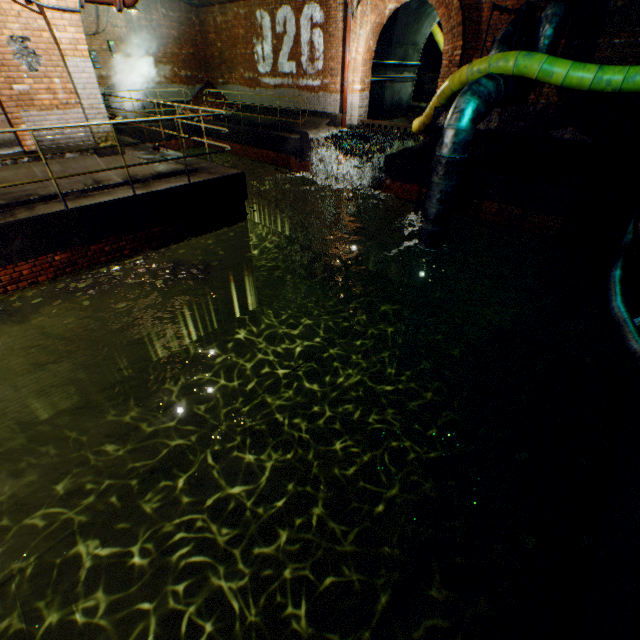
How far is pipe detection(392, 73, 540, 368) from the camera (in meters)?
6.07

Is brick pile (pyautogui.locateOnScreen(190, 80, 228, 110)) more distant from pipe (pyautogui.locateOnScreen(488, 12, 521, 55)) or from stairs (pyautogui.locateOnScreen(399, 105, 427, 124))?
pipe (pyautogui.locateOnScreen(488, 12, 521, 55))

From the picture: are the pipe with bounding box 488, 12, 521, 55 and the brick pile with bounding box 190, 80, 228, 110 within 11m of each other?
no

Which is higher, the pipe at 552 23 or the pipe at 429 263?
the pipe at 552 23

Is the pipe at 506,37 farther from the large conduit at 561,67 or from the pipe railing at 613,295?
the pipe railing at 613,295

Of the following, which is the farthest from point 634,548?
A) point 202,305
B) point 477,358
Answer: point 202,305

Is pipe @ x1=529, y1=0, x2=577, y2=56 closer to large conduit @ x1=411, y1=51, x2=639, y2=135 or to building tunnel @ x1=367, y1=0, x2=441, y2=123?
large conduit @ x1=411, y1=51, x2=639, y2=135

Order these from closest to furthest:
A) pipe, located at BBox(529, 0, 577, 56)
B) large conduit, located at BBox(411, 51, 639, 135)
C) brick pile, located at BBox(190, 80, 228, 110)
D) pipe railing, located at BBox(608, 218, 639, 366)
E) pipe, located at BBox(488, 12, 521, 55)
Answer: pipe railing, located at BBox(608, 218, 639, 366) < large conduit, located at BBox(411, 51, 639, 135) < pipe, located at BBox(529, 0, 577, 56) < pipe, located at BBox(488, 12, 521, 55) < brick pile, located at BBox(190, 80, 228, 110)
